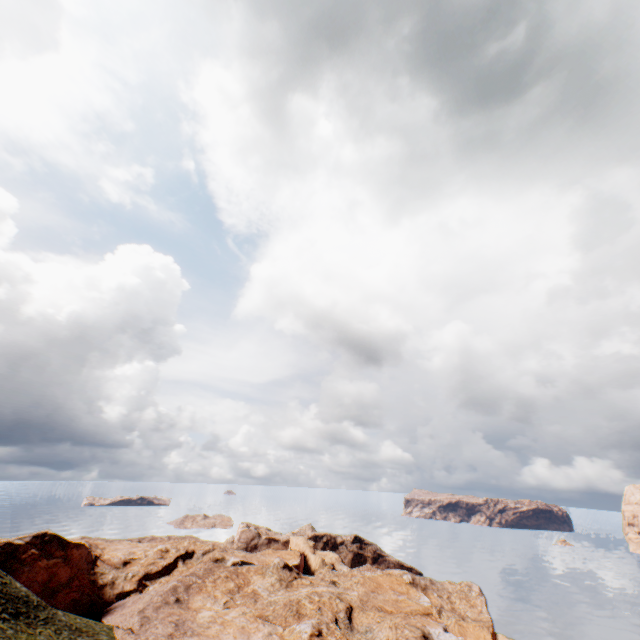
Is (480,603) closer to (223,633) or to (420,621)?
(420,621)
